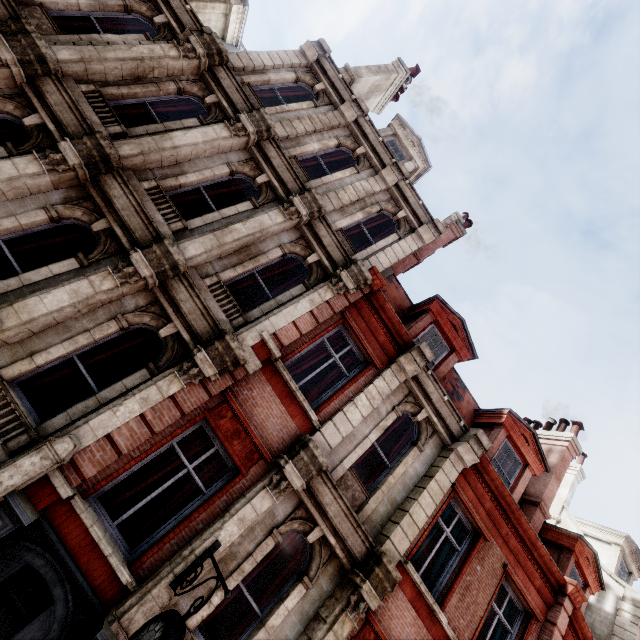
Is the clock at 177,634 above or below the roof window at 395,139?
below

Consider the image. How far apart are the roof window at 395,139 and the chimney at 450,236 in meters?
2.3 m

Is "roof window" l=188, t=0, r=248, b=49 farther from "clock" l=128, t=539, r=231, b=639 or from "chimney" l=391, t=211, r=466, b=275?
"clock" l=128, t=539, r=231, b=639

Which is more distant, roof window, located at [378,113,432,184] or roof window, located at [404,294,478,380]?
roof window, located at [378,113,432,184]

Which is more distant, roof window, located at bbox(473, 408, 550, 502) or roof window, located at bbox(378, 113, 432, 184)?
roof window, located at bbox(378, 113, 432, 184)

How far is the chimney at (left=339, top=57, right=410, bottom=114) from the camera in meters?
12.8 m

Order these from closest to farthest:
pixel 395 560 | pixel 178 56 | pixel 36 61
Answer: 1. pixel 36 61
2. pixel 395 560
3. pixel 178 56

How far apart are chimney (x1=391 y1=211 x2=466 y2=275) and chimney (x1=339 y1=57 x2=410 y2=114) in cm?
621
